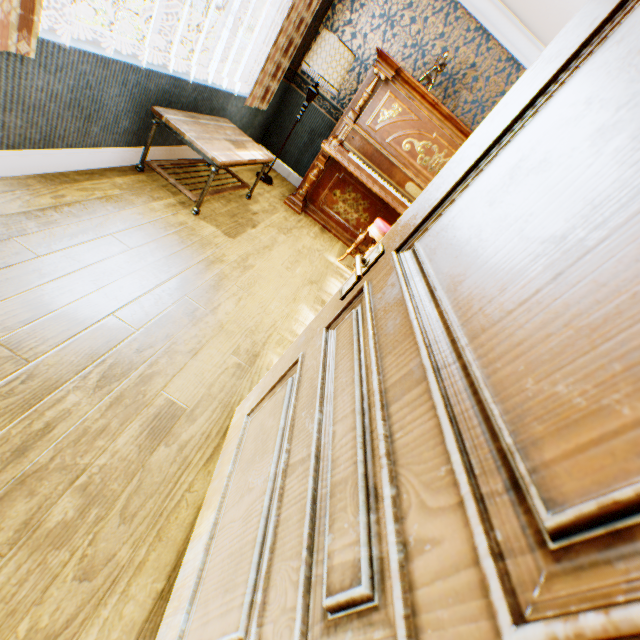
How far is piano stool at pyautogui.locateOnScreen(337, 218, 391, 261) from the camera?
3.7 meters

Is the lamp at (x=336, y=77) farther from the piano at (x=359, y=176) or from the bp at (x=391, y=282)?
the bp at (x=391, y=282)

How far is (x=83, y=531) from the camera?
1.1 meters

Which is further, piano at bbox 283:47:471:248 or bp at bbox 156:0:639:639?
piano at bbox 283:47:471:248

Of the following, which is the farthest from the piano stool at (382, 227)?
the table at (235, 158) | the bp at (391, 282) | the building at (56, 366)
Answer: the bp at (391, 282)

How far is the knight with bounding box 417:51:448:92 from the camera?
3.8 meters

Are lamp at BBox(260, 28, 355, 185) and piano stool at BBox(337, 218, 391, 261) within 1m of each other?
no

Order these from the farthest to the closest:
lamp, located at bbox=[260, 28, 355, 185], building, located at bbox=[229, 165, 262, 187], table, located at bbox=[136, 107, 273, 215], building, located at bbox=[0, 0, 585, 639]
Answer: building, located at bbox=[229, 165, 262, 187] → lamp, located at bbox=[260, 28, 355, 185] → table, located at bbox=[136, 107, 273, 215] → building, located at bbox=[0, 0, 585, 639]
